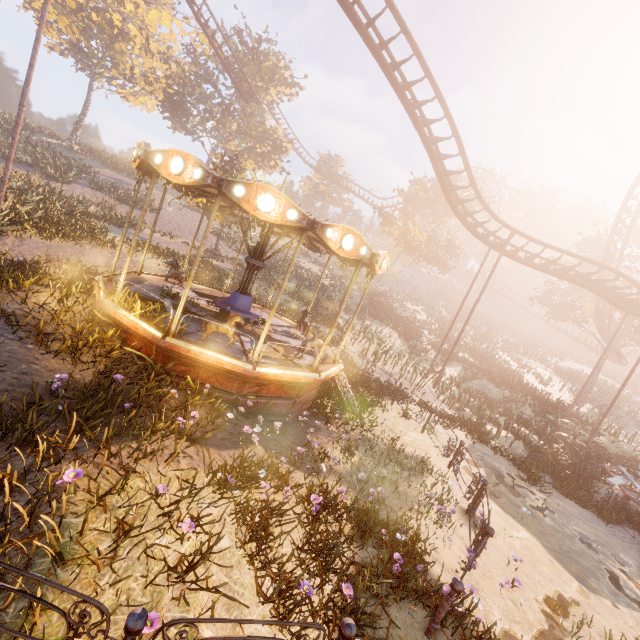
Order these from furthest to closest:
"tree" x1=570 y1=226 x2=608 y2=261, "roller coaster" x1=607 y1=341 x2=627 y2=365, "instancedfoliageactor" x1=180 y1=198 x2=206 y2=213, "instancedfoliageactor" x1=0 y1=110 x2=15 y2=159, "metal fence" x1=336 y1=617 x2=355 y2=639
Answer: "roller coaster" x1=607 y1=341 x2=627 y2=365, "tree" x1=570 y1=226 x2=608 y2=261, "instancedfoliageactor" x1=0 y1=110 x2=15 y2=159, "instancedfoliageactor" x1=180 y1=198 x2=206 y2=213, "metal fence" x1=336 y1=617 x2=355 y2=639

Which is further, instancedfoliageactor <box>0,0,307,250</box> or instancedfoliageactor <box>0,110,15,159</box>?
instancedfoliageactor <box>0,110,15,159</box>

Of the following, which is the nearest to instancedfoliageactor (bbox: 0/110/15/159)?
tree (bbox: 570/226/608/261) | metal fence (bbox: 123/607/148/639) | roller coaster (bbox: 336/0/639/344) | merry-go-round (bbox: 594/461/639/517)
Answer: roller coaster (bbox: 336/0/639/344)

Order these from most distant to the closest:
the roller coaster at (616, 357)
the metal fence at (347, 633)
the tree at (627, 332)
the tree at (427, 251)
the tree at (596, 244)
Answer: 1. the tree at (427, 251)
2. the roller coaster at (616, 357)
3. the tree at (596, 244)
4. the tree at (627, 332)
5. the metal fence at (347, 633)

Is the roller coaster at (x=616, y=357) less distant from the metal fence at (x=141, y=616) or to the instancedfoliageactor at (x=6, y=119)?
the instancedfoliageactor at (x=6, y=119)

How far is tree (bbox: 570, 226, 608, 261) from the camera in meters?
28.9 m

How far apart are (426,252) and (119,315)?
40.4m

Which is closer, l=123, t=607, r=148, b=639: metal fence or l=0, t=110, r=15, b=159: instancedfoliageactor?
l=123, t=607, r=148, b=639: metal fence
